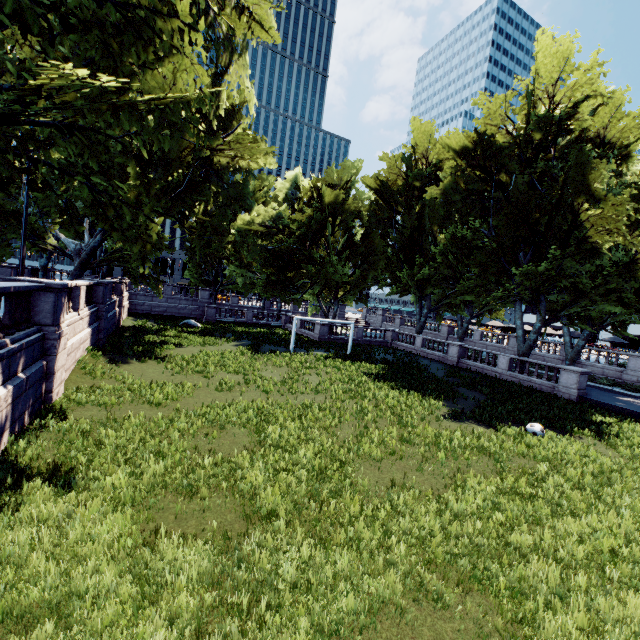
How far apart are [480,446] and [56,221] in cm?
2717
